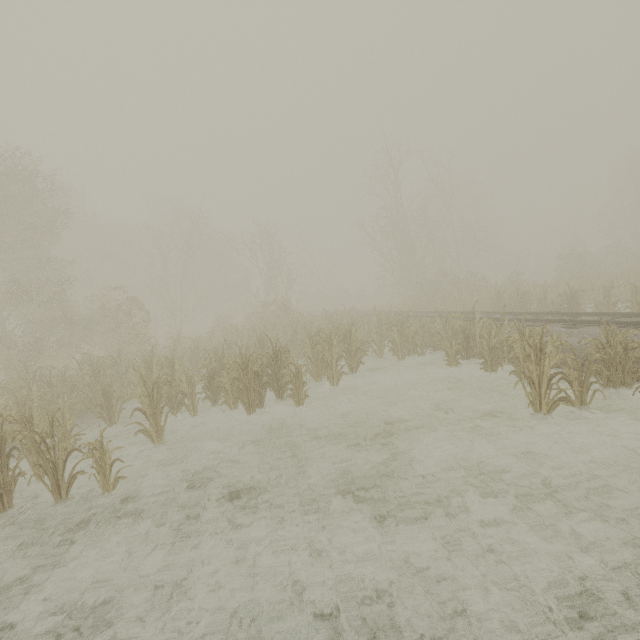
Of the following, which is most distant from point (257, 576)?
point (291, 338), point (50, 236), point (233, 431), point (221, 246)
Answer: point (221, 246)
